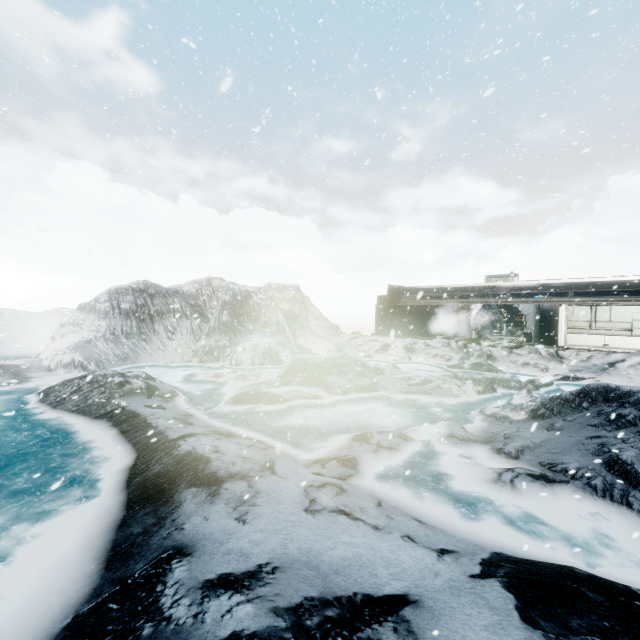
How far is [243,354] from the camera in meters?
18.2 m
